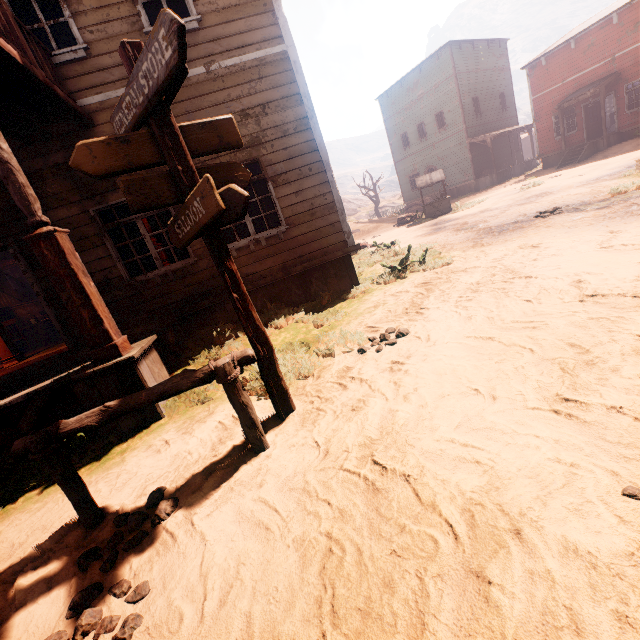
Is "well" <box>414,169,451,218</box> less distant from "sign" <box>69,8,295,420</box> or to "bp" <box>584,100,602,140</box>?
"bp" <box>584,100,602,140</box>

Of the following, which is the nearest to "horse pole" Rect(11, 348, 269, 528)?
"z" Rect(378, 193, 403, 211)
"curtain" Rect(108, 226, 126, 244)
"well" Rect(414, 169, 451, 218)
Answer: "curtain" Rect(108, 226, 126, 244)

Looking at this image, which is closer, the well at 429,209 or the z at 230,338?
the z at 230,338

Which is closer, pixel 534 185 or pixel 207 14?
pixel 207 14

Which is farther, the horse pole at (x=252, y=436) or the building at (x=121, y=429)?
the building at (x=121, y=429)

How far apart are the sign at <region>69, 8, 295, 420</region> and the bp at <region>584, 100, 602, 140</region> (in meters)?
27.29

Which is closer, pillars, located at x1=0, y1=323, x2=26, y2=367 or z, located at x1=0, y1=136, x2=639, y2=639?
z, located at x1=0, y1=136, x2=639, y2=639

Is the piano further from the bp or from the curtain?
the bp
